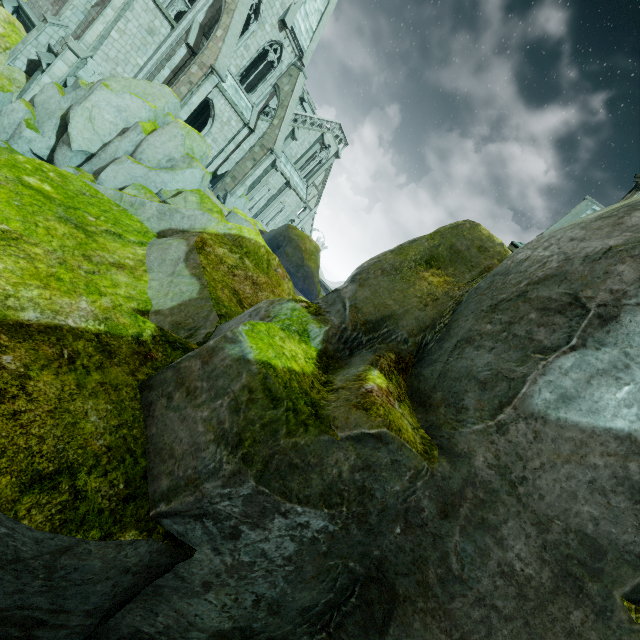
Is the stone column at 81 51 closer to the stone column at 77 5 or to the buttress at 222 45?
the stone column at 77 5

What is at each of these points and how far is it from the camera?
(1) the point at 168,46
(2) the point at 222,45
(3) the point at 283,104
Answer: (1) building, 19.9 meters
(2) buttress, 18.2 meters
(3) buttress, 25.0 meters

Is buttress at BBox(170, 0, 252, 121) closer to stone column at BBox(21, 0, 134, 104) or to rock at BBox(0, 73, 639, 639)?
stone column at BBox(21, 0, 134, 104)

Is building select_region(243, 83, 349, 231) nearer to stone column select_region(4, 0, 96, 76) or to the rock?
stone column select_region(4, 0, 96, 76)

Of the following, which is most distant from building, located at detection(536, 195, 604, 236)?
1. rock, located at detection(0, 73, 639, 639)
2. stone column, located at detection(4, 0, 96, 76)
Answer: rock, located at detection(0, 73, 639, 639)

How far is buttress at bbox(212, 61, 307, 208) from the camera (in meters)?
24.77

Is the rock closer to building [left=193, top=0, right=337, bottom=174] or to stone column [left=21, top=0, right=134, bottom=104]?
building [left=193, top=0, right=337, bottom=174]

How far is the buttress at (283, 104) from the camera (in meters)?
24.77
